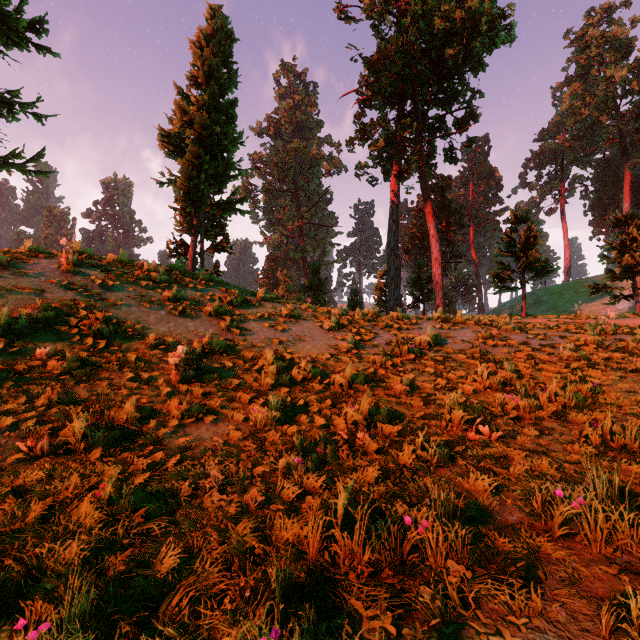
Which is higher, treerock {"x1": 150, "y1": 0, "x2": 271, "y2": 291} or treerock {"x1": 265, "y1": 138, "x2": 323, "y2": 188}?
treerock {"x1": 265, "y1": 138, "x2": 323, "y2": 188}

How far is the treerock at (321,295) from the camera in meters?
14.5 m

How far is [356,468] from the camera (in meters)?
3.26

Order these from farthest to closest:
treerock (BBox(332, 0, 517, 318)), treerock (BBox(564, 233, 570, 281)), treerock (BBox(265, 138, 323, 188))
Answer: treerock (BBox(564, 233, 570, 281)), treerock (BBox(265, 138, 323, 188)), treerock (BBox(332, 0, 517, 318))

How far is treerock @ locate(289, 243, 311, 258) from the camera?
56.2m
